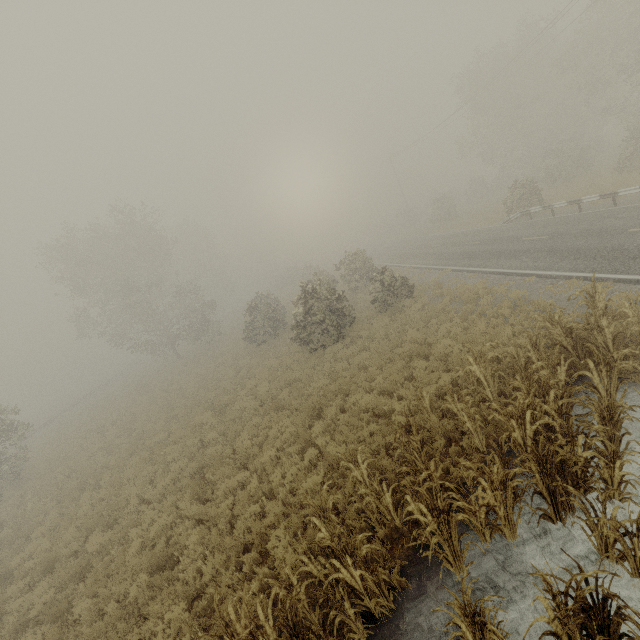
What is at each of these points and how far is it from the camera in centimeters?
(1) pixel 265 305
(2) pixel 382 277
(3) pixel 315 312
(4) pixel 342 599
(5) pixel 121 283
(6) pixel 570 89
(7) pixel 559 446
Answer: (1) tree, 2547cm
(2) tree, 1823cm
(3) tree, 1805cm
(4) tree, 485cm
(5) tree, 2973cm
(6) tree, 2647cm
(7) tree, 593cm

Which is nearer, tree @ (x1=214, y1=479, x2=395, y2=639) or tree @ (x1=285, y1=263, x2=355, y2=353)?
tree @ (x1=214, y1=479, x2=395, y2=639)

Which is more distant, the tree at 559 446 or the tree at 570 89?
the tree at 570 89

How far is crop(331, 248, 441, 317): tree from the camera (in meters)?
18.34

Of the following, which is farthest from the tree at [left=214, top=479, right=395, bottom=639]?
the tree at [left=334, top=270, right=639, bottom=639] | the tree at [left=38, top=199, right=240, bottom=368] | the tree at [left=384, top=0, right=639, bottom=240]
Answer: the tree at [left=38, top=199, right=240, bottom=368]

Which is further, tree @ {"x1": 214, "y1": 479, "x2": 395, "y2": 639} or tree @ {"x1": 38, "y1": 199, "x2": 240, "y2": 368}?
tree @ {"x1": 38, "y1": 199, "x2": 240, "y2": 368}

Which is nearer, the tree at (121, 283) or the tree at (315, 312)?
the tree at (315, 312)
